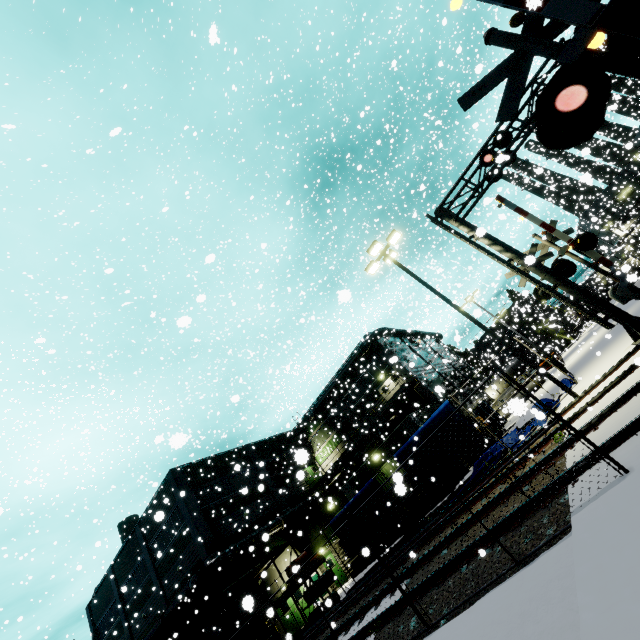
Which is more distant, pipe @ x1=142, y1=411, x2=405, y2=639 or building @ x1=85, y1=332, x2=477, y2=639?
building @ x1=85, y1=332, x2=477, y2=639

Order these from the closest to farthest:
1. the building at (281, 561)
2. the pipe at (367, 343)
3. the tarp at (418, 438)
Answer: the tarp at (418, 438)
the building at (281, 561)
the pipe at (367, 343)

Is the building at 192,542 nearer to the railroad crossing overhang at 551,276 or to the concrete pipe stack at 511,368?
the concrete pipe stack at 511,368

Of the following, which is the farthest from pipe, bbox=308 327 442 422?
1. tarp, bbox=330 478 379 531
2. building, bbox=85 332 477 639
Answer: tarp, bbox=330 478 379 531

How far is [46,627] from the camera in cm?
2127

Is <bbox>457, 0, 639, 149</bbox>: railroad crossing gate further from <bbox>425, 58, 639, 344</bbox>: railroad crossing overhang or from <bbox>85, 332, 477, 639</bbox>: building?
<bbox>85, 332, 477, 639</bbox>: building

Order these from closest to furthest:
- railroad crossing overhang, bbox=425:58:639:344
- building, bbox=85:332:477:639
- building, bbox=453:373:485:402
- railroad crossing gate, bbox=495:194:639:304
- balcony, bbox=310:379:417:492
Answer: railroad crossing overhang, bbox=425:58:639:344, railroad crossing gate, bbox=495:194:639:304, building, bbox=85:332:477:639, balcony, bbox=310:379:417:492, building, bbox=453:373:485:402

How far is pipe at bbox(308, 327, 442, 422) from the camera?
33.3 meters
